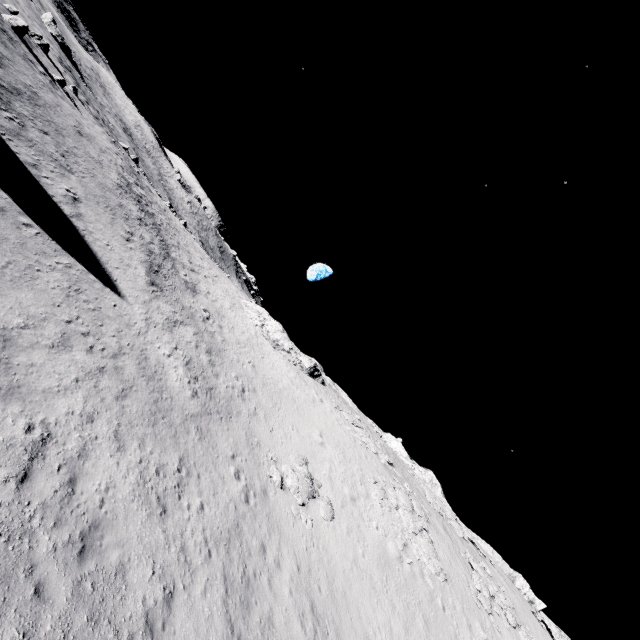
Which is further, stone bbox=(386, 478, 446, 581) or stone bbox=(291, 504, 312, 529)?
stone bbox=(386, 478, 446, 581)

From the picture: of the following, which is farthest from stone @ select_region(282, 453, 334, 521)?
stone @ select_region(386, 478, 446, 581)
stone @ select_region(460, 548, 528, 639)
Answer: stone @ select_region(460, 548, 528, 639)

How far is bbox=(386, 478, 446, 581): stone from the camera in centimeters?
2288cm

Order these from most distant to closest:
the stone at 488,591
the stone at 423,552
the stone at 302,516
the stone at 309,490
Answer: the stone at 488,591, the stone at 423,552, the stone at 309,490, the stone at 302,516

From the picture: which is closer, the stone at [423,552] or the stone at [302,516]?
the stone at [302,516]

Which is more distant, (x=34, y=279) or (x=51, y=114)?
(x=51, y=114)

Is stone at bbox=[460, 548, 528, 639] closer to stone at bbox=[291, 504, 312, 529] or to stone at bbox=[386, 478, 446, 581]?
stone at bbox=[386, 478, 446, 581]

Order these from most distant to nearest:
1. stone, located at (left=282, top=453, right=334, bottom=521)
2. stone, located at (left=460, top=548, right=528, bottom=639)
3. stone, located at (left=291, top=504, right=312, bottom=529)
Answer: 1. stone, located at (left=460, top=548, right=528, bottom=639)
2. stone, located at (left=282, top=453, right=334, bottom=521)
3. stone, located at (left=291, top=504, right=312, bottom=529)
